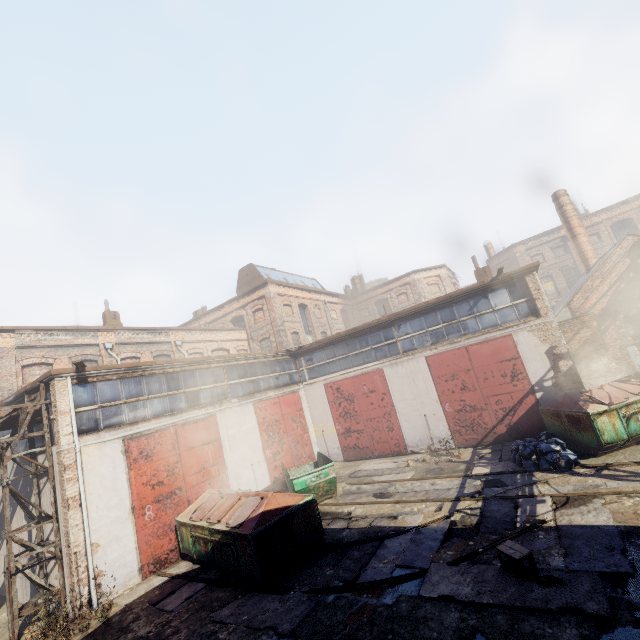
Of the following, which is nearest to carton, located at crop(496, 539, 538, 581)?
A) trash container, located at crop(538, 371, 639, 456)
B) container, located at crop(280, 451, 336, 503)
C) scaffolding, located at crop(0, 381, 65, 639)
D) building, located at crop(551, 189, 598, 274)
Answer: trash container, located at crop(538, 371, 639, 456)

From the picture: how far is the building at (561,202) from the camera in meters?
21.8

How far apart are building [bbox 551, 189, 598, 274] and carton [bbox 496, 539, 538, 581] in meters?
22.7

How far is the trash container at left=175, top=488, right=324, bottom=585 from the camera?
7.8m

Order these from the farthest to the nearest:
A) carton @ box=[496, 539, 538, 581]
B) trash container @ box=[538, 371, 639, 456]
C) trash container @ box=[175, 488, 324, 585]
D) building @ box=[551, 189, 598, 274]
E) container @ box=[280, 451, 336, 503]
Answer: building @ box=[551, 189, 598, 274] < container @ box=[280, 451, 336, 503] < trash container @ box=[538, 371, 639, 456] < trash container @ box=[175, 488, 324, 585] < carton @ box=[496, 539, 538, 581]

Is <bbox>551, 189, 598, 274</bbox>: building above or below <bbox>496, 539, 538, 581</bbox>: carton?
above

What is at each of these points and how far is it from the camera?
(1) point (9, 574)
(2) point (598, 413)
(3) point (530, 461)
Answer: (1) scaffolding, 8.35m
(2) trash container, 9.88m
(3) trash bag, 10.14m

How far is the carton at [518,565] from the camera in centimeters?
569cm
